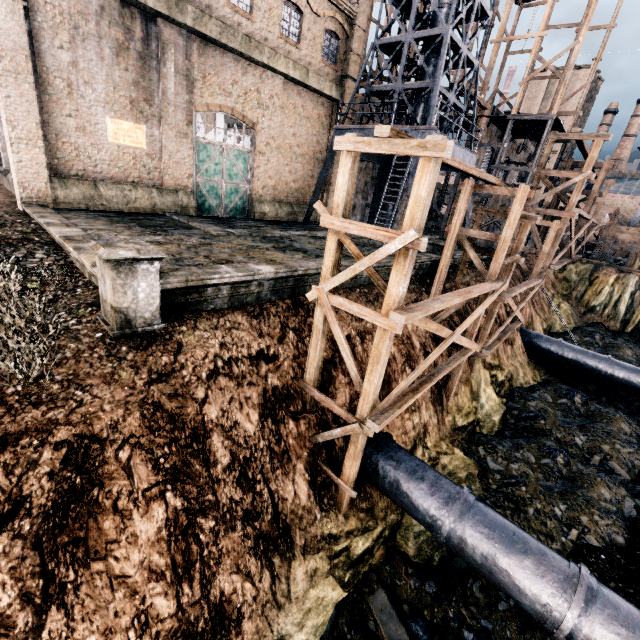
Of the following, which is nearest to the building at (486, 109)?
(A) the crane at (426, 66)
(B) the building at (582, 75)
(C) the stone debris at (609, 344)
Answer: (A) the crane at (426, 66)

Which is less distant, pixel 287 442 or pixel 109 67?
pixel 287 442

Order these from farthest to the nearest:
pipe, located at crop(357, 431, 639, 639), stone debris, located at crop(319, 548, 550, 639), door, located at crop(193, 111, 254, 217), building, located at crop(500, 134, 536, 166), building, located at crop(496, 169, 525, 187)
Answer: building, located at crop(500, 134, 536, 166)
building, located at crop(496, 169, 525, 187)
door, located at crop(193, 111, 254, 217)
stone debris, located at crop(319, 548, 550, 639)
pipe, located at crop(357, 431, 639, 639)

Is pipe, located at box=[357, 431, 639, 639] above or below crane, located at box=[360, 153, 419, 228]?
below

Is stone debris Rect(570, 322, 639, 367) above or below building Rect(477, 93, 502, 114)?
below

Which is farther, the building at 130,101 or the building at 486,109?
the building at 486,109

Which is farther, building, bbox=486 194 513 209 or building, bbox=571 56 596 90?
building, bbox=571 56 596 90

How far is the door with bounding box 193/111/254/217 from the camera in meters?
19.1
